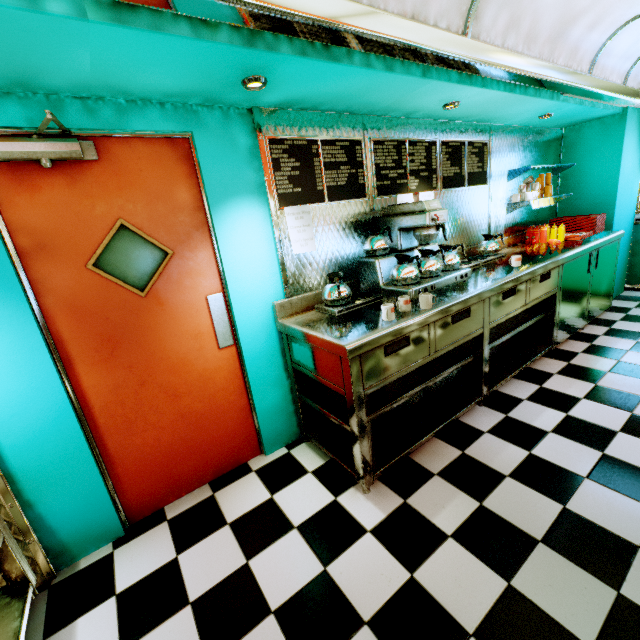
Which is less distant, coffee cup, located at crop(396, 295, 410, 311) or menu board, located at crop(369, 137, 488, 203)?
coffee cup, located at crop(396, 295, 410, 311)

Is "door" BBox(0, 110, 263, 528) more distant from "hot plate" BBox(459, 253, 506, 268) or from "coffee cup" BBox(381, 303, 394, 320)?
"hot plate" BBox(459, 253, 506, 268)

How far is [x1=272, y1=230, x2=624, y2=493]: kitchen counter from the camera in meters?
2.1

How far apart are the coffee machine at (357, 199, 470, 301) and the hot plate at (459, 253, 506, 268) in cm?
11

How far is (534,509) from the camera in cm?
196

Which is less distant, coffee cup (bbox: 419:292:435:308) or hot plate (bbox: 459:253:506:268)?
coffee cup (bbox: 419:292:435:308)

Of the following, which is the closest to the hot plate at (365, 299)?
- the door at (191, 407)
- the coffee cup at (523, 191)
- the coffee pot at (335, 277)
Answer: the coffee pot at (335, 277)

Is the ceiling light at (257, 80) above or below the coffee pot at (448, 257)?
above
